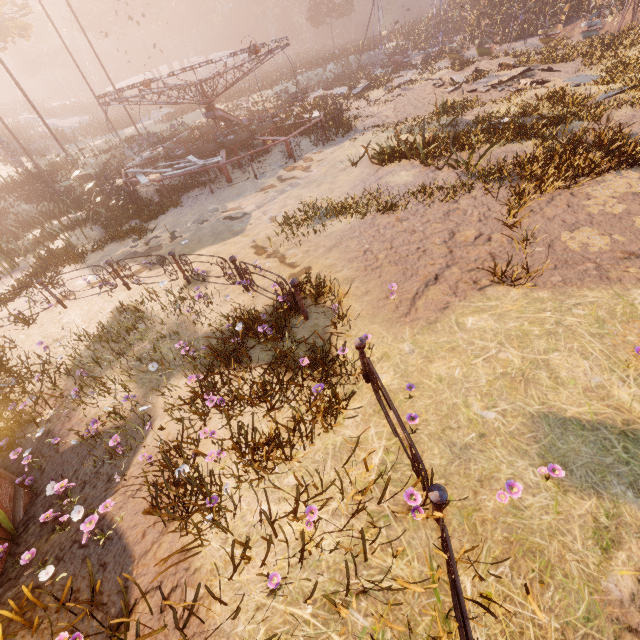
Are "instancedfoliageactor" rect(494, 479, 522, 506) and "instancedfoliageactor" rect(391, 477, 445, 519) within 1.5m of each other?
yes

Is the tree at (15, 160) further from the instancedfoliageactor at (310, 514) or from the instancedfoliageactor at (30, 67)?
the instancedfoliageactor at (310, 514)

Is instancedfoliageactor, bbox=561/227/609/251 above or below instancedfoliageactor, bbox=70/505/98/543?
below

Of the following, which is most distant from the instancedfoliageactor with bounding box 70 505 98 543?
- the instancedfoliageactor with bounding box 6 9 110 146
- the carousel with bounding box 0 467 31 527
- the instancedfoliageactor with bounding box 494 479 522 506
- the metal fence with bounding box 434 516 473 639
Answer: the instancedfoliageactor with bounding box 6 9 110 146

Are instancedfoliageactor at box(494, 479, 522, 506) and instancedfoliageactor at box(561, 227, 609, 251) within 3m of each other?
no

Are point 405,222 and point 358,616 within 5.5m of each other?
no

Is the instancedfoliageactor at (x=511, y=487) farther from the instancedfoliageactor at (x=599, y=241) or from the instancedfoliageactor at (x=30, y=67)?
the instancedfoliageactor at (x=30, y=67)

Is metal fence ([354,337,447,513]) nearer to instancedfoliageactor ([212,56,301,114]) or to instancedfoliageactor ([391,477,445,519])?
instancedfoliageactor ([391,477,445,519])
